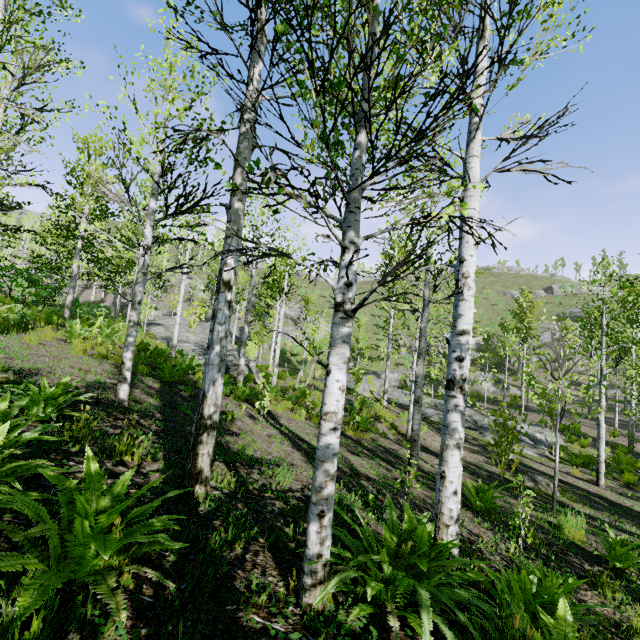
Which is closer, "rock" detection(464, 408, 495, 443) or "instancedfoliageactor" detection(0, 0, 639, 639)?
"instancedfoliageactor" detection(0, 0, 639, 639)

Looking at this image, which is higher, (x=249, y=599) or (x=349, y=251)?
(x=349, y=251)

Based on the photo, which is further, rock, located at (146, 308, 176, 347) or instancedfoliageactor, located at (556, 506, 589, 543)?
rock, located at (146, 308, 176, 347)

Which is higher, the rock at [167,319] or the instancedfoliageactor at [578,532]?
the rock at [167,319]

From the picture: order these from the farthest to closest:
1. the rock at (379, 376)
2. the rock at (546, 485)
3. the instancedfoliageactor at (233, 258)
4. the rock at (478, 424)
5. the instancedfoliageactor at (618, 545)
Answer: the rock at (379, 376) → the rock at (478, 424) → the rock at (546, 485) → the instancedfoliageactor at (618, 545) → the instancedfoliageactor at (233, 258)

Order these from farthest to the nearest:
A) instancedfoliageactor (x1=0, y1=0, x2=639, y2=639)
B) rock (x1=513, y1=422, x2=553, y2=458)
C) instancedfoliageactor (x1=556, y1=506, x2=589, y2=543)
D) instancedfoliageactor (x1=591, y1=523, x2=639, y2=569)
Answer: rock (x1=513, y1=422, x2=553, y2=458) < instancedfoliageactor (x1=556, y1=506, x2=589, y2=543) < instancedfoliageactor (x1=591, y1=523, x2=639, y2=569) < instancedfoliageactor (x1=0, y1=0, x2=639, y2=639)

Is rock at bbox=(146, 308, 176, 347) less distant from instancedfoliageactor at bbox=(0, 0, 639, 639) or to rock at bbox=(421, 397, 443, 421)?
instancedfoliageactor at bbox=(0, 0, 639, 639)

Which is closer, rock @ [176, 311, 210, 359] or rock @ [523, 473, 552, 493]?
rock @ [523, 473, 552, 493]
